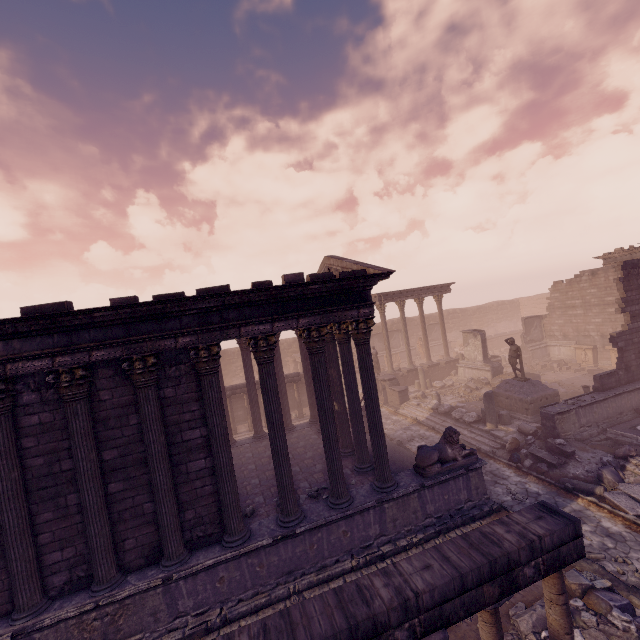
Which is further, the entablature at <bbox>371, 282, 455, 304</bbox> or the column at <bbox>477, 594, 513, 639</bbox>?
the entablature at <bbox>371, 282, 455, 304</bbox>

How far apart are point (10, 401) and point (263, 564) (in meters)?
6.83

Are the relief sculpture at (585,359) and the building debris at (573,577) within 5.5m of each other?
no

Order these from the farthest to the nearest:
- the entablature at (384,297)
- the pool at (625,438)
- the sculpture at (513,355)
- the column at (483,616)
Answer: the entablature at (384,297), the sculpture at (513,355), the pool at (625,438), the column at (483,616)

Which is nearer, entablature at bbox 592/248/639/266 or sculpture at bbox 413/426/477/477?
sculpture at bbox 413/426/477/477

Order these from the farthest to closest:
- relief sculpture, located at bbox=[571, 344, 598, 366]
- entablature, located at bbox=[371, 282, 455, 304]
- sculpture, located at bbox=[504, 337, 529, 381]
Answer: entablature, located at bbox=[371, 282, 455, 304] → relief sculpture, located at bbox=[571, 344, 598, 366] → sculpture, located at bbox=[504, 337, 529, 381]

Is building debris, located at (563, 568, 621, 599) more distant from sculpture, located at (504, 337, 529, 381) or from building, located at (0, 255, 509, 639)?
sculpture, located at (504, 337, 529, 381)

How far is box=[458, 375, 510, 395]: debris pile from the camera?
20.8m
